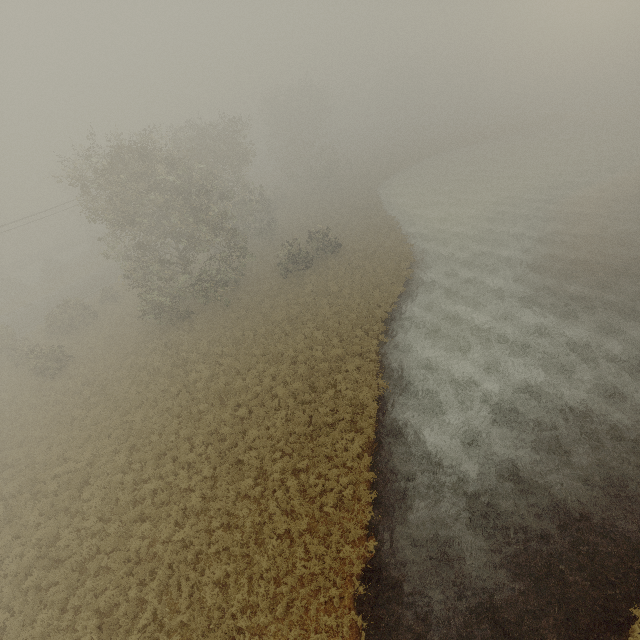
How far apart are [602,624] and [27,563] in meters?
21.7
